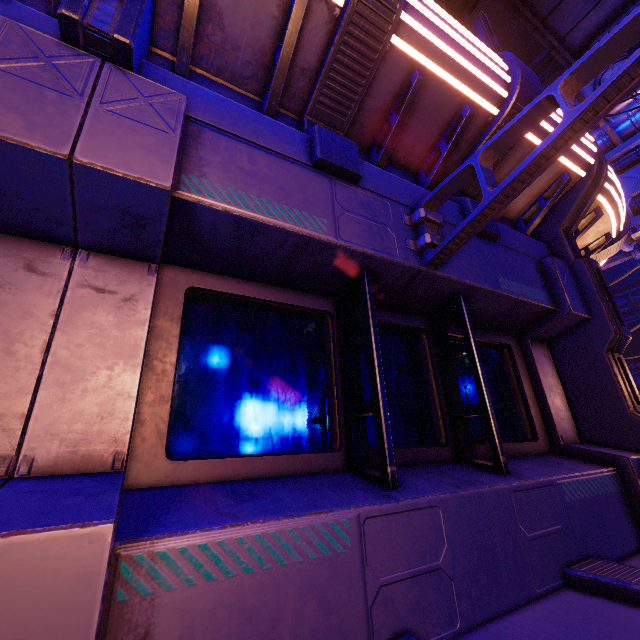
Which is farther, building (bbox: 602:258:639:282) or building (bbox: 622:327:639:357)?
building (bbox: 602:258:639:282)

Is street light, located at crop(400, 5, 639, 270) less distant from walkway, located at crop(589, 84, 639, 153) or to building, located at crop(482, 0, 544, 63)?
walkway, located at crop(589, 84, 639, 153)

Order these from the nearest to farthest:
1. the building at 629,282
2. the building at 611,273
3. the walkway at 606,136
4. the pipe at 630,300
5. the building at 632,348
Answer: the walkway at 606,136, the pipe at 630,300, the building at 632,348, the building at 629,282, the building at 611,273

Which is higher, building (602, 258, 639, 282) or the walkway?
building (602, 258, 639, 282)

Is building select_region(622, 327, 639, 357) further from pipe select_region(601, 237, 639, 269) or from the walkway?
pipe select_region(601, 237, 639, 269)

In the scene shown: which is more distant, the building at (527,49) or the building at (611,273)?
the building at (527,49)

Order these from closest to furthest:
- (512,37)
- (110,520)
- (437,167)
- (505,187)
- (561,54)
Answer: (110,520)
(505,187)
(437,167)
(561,54)
(512,37)

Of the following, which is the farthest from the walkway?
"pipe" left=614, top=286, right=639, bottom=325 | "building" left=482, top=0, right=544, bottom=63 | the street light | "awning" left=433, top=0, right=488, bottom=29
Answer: "building" left=482, top=0, right=544, bottom=63
